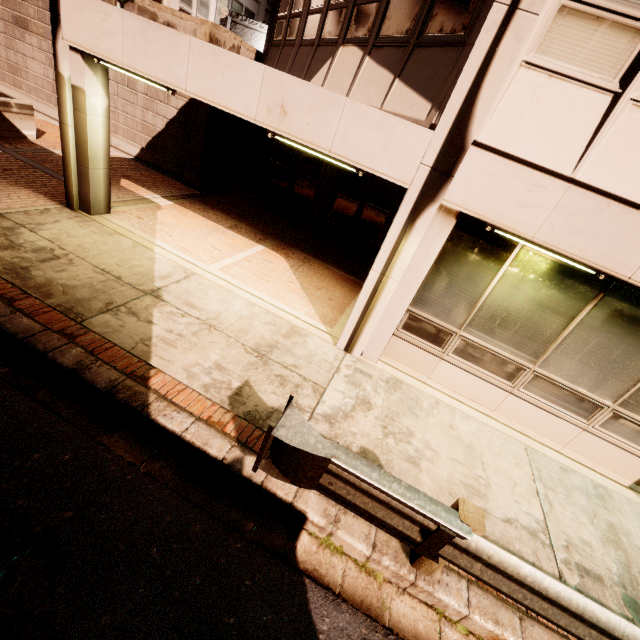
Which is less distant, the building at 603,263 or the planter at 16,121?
the building at 603,263

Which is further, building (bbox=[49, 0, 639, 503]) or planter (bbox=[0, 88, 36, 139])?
planter (bbox=[0, 88, 36, 139])

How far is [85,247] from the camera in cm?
609
